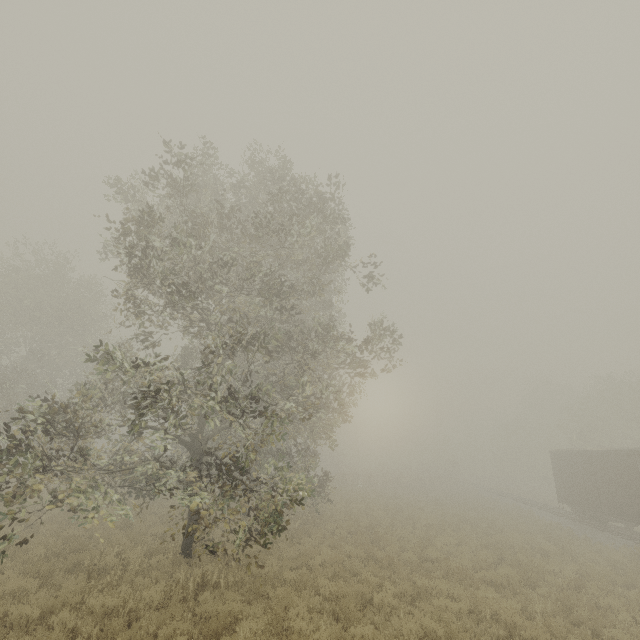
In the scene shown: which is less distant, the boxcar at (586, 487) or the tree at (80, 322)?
the tree at (80, 322)

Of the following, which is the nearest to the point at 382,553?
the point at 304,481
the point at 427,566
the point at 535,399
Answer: the point at 427,566

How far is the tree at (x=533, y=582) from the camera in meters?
11.5 m

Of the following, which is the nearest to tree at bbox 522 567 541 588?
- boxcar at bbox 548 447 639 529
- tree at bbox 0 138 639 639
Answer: tree at bbox 0 138 639 639

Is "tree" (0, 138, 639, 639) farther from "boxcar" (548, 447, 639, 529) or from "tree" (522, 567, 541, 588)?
"boxcar" (548, 447, 639, 529)

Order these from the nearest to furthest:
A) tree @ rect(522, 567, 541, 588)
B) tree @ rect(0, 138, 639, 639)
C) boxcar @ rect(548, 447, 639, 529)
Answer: tree @ rect(0, 138, 639, 639)
tree @ rect(522, 567, 541, 588)
boxcar @ rect(548, 447, 639, 529)
